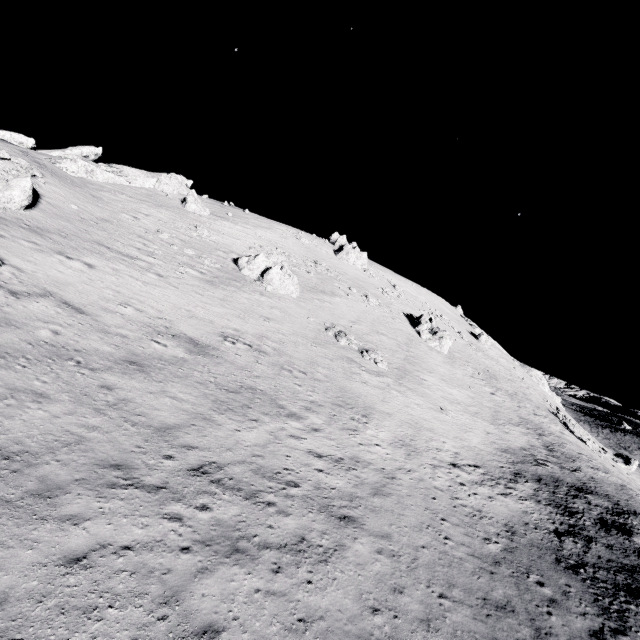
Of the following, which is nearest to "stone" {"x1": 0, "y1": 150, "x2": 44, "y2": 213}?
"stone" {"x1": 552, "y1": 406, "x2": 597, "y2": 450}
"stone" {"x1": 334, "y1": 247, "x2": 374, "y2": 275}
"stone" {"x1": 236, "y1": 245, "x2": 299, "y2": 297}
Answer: "stone" {"x1": 236, "y1": 245, "x2": 299, "y2": 297}

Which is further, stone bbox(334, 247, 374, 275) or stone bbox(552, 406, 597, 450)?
stone bbox(334, 247, 374, 275)

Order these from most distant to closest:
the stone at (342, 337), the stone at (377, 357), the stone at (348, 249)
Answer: the stone at (348, 249)
the stone at (342, 337)
the stone at (377, 357)

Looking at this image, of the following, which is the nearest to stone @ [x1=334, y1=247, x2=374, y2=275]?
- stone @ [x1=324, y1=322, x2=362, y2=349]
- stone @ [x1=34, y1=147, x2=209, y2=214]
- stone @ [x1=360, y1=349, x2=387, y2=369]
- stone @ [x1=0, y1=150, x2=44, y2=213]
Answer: stone @ [x1=34, y1=147, x2=209, y2=214]

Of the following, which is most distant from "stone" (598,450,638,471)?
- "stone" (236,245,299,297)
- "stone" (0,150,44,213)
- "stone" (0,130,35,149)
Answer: "stone" (0,130,35,149)

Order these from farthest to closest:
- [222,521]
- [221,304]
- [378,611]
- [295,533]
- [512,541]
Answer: [221,304] < [512,541] < [295,533] < [222,521] < [378,611]

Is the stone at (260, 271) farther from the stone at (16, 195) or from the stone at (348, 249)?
the stone at (348, 249)

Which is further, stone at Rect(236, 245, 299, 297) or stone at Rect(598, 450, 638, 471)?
stone at Rect(598, 450, 638, 471)
